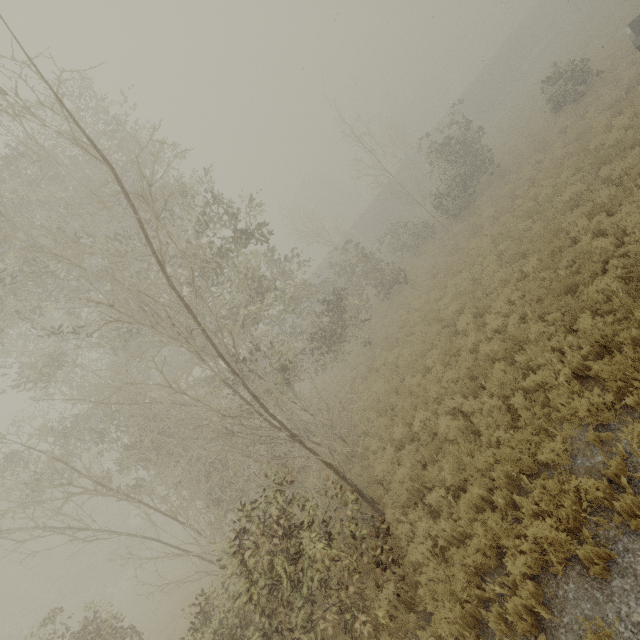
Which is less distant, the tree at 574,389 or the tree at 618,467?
the tree at 618,467

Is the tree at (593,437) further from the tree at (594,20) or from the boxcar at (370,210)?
the boxcar at (370,210)

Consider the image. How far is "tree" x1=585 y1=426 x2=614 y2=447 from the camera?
5.13m

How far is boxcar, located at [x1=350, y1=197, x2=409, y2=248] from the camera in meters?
40.0

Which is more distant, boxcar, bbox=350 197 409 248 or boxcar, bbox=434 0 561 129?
boxcar, bbox=434 0 561 129

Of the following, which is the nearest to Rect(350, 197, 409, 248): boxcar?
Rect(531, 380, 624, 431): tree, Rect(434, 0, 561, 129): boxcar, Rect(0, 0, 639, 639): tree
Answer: Rect(434, 0, 561, 129): boxcar

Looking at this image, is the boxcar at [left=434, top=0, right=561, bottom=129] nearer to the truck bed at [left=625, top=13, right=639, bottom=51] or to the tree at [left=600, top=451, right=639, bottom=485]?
the truck bed at [left=625, top=13, right=639, bottom=51]

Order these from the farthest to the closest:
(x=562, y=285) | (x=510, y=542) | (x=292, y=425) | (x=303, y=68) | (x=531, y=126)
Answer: (x=531, y=126) → (x=303, y=68) → (x=292, y=425) → (x=562, y=285) → (x=510, y=542)
